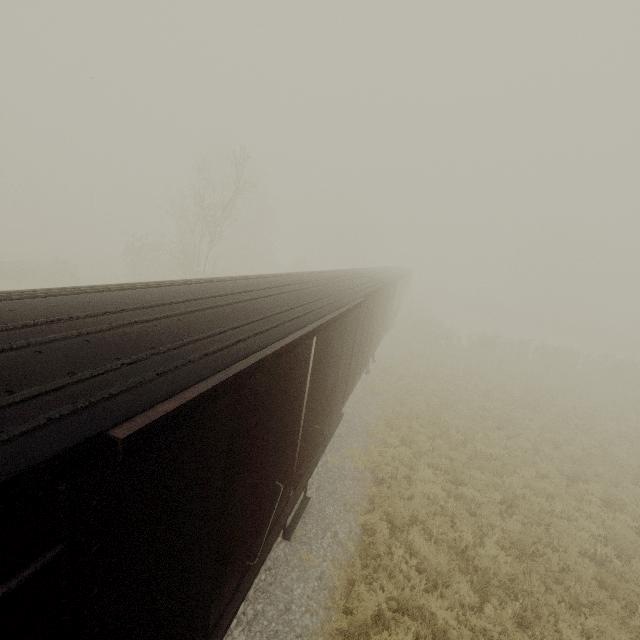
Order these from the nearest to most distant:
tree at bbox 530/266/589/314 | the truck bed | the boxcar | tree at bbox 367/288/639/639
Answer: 1. the boxcar
2. tree at bbox 367/288/639/639
3. the truck bed
4. tree at bbox 530/266/589/314

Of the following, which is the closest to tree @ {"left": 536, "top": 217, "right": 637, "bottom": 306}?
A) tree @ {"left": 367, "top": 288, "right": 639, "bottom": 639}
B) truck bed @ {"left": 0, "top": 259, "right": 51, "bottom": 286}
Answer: tree @ {"left": 367, "top": 288, "right": 639, "bottom": 639}

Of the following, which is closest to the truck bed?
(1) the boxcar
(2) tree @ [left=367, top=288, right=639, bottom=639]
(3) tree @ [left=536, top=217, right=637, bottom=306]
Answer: (1) the boxcar

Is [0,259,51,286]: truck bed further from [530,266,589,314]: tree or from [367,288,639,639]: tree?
[530,266,589,314]: tree

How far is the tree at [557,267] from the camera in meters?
57.7

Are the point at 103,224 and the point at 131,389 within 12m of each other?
no

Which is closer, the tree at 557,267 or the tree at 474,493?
the tree at 474,493

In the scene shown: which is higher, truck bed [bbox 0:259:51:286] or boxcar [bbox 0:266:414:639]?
boxcar [bbox 0:266:414:639]
